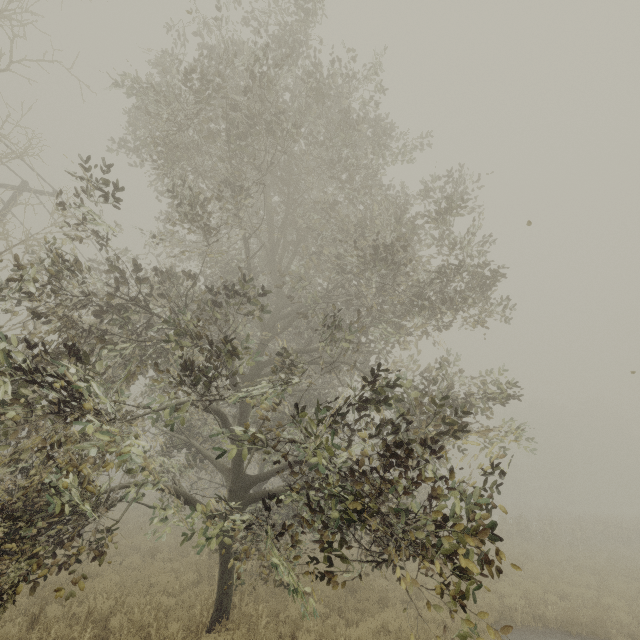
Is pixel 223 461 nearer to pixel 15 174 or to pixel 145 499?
pixel 15 174
